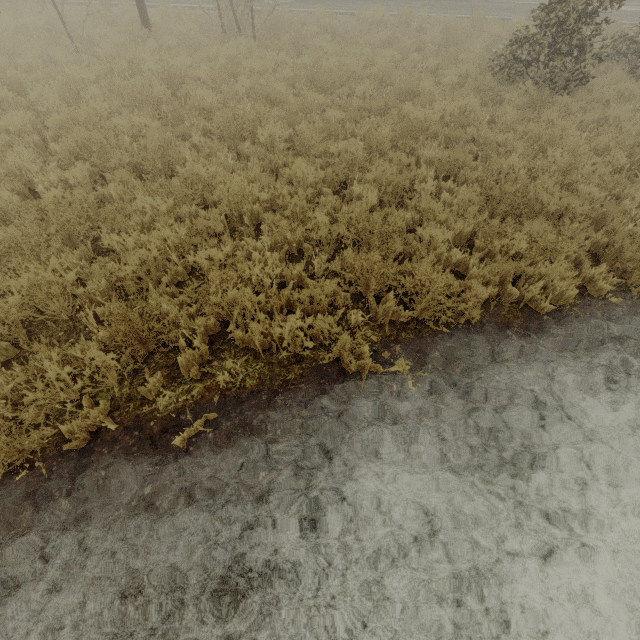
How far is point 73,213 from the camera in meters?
5.1 m
